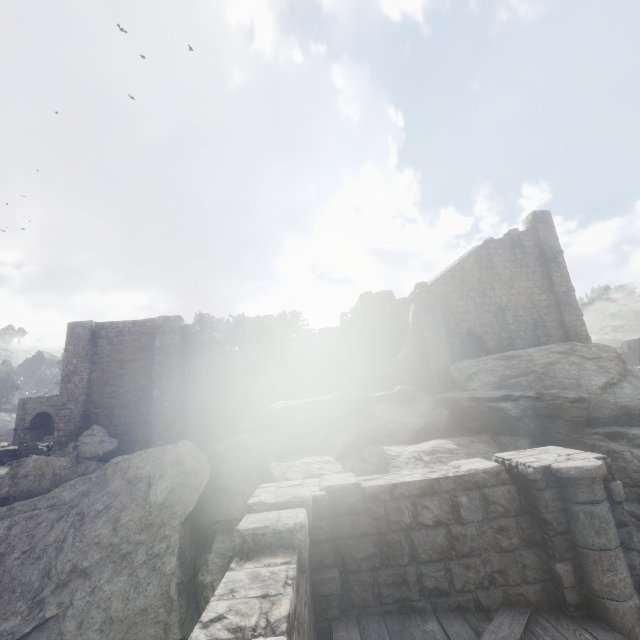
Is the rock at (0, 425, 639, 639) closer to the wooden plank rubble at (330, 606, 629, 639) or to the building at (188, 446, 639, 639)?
the building at (188, 446, 639, 639)

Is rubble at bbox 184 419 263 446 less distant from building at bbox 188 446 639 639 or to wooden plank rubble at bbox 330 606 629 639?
building at bbox 188 446 639 639

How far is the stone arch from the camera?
31.83m

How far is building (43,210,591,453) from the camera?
16.75m

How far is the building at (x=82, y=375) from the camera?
16.75m

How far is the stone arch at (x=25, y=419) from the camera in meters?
31.8 m

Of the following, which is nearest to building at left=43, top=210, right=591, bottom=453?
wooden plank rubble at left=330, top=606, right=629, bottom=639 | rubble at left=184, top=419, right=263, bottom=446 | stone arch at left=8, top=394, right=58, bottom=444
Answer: wooden plank rubble at left=330, top=606, right=629, bottom=639

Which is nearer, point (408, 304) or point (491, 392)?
point (491, 392)
